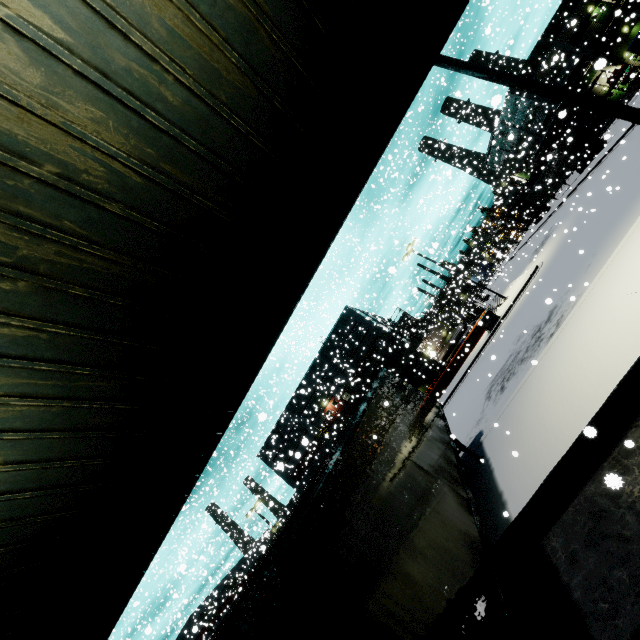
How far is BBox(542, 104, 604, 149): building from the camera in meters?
47.4

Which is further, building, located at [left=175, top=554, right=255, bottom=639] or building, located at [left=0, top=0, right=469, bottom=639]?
building, located at [left=175, top=554, right=255, bottom=639]

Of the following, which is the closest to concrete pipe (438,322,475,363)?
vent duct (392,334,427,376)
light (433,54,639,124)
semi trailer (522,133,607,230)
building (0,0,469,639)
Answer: building (0,0,469,639)

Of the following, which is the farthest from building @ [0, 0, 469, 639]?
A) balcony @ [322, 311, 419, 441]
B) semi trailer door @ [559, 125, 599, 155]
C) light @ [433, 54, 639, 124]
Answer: semi trailer door @ [559, 125, 599, 155]

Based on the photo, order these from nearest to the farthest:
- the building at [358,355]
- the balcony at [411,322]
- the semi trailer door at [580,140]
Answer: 1. the semi trailer door at [580,140]
2. the balcony at [411,322]
3. the building at [358,355]

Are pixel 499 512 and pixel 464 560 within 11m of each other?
yes

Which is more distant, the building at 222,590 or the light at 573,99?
the building at 222,590

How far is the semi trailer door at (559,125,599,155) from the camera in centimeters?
3309cm
